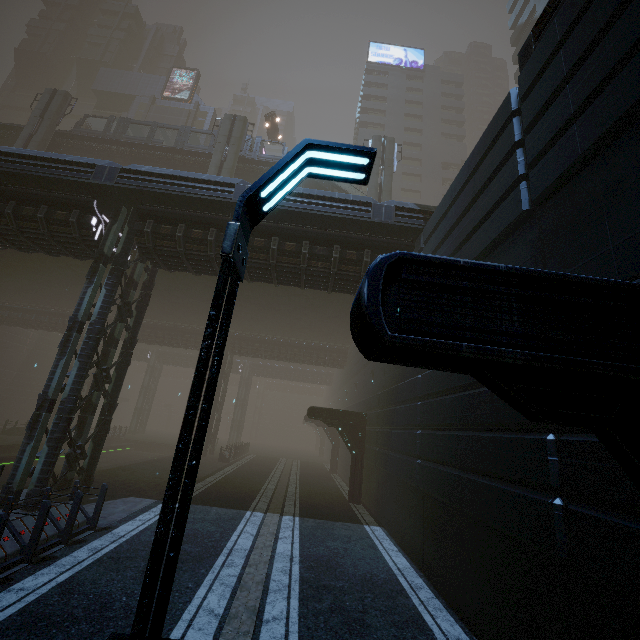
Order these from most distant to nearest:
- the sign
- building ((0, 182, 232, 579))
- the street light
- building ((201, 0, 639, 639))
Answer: the sign < building ((0, 182, 232, 579)) < building ((201, 0, 639, 639)) < the street light

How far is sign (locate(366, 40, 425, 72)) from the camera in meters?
54.7

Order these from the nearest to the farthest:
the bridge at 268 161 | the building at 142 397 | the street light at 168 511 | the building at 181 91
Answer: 1. the street light at 168 511
2. the building at 142 397
3. the bridge at 268 161
4. the building at 181 91

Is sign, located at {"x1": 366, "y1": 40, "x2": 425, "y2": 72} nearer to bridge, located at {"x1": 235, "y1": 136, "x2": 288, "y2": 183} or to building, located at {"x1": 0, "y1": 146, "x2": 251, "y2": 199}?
building, located at {"x1": 0, "y1": 146, "x2": 251, "y2": 199}

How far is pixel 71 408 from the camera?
11.6 meters

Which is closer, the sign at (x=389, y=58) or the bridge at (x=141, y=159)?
the bridge at (x=141, y=159)

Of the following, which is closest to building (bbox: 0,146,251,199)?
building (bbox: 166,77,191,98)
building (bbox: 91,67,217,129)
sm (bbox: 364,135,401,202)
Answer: building (bbox: 91,67,217,129)

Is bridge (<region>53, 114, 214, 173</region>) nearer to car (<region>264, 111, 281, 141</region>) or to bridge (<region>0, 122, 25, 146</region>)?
bridge (<region>0, 122, 25, 146</region>)
